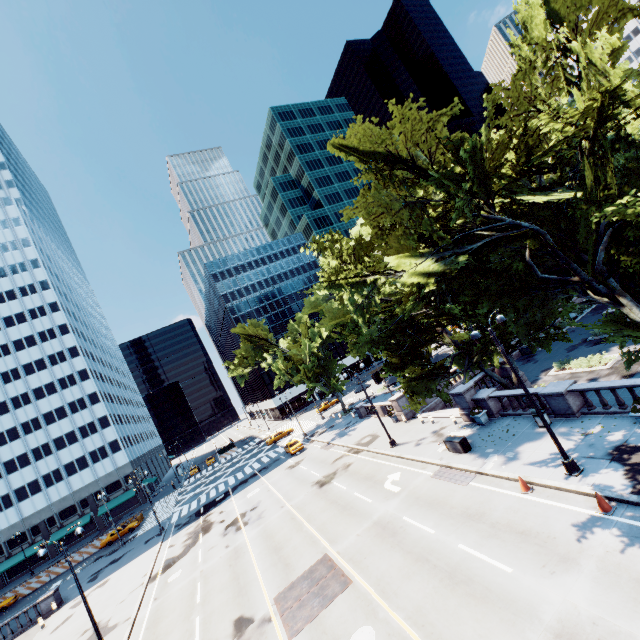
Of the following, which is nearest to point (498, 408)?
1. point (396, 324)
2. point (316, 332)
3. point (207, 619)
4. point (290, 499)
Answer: point (396, 324)

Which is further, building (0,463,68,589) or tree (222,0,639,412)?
building (0,463,68,589)

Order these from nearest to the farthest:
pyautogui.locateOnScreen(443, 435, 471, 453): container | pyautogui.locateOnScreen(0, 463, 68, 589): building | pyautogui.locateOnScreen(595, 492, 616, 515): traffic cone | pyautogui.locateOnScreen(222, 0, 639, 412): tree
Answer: pyautogui.locateOnScreen(595, 492, 616, 515): traffic cone
pyautogui.locateOnScreen(222, 0, 639, 412): tree
pyautogui.locateOnScreen(443, 435, 471, 453): container
pyautogui.locateOnScreen(0, 463, 68, 589): building

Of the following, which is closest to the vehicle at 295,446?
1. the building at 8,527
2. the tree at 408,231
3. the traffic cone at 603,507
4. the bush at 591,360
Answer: the tree at 408,231

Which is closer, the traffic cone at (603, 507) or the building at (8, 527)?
the traffic cone at (603, 507)

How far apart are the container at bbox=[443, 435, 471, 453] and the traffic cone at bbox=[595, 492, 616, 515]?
8.12m

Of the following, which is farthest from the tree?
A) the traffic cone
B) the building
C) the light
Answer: the building

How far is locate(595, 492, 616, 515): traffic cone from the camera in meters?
11.2 m
